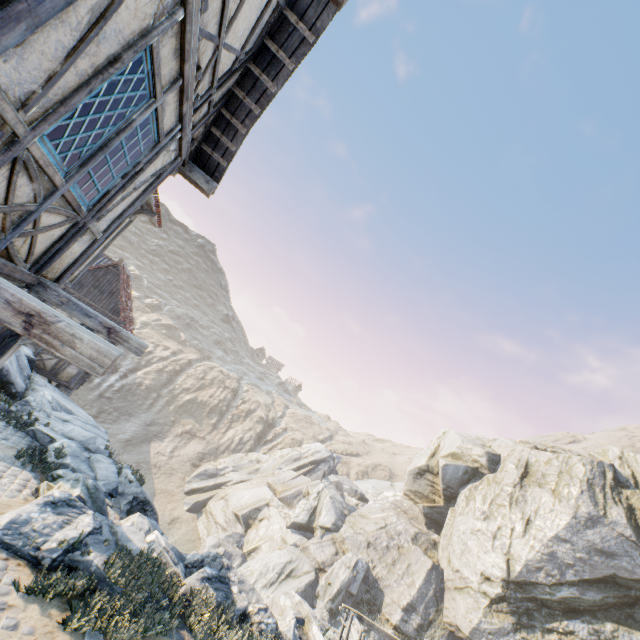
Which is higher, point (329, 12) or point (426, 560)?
point (329, 12)

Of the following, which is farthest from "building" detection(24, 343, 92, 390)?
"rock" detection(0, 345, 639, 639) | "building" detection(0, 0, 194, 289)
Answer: "building" detection(0, 0, 194, 289)

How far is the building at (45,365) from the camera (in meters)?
14.11

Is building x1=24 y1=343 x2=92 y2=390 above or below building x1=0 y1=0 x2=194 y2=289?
below

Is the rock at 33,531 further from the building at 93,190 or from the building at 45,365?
the building at 93,190

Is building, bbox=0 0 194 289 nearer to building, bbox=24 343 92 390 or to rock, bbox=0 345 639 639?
rock, bbox=0 345 639 639
